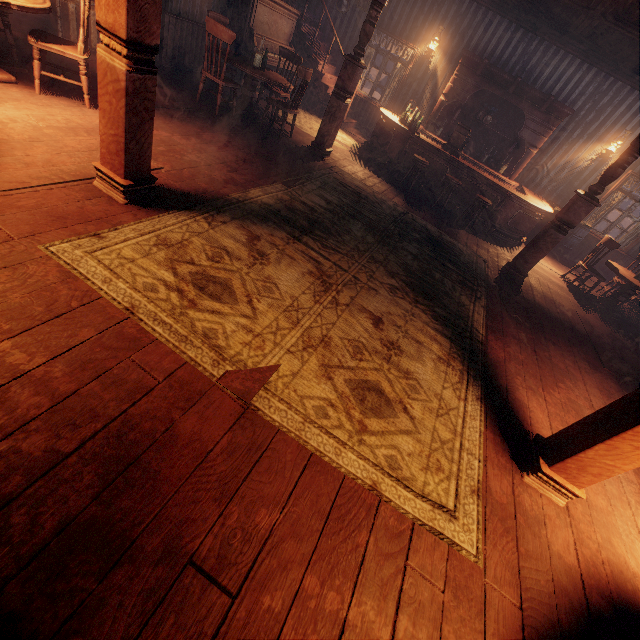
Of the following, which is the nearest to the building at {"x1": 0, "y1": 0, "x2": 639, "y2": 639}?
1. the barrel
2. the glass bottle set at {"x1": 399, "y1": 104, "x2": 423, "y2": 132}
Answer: the barrel

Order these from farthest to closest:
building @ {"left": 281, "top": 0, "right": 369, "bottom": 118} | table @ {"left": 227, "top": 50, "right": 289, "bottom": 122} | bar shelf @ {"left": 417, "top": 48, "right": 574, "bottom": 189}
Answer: building @ {"left": 281, "top": 0, "right": 369, "bottom": 118} → bar shelf @ {"left": 417, "top": 48, "right": 574, "bottom": 189} → table @ {"left": 227, "top": 50, "right": 289, "bottom": 122}

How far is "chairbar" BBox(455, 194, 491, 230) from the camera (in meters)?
6.75

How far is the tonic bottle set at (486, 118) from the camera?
8.6m

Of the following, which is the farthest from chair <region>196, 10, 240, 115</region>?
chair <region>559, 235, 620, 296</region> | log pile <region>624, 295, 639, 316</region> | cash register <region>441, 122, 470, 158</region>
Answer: log pile <region>624, 295, 639, 316</region>

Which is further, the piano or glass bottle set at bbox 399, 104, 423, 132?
glass bottle set at bbox 399, 104, 423, 132

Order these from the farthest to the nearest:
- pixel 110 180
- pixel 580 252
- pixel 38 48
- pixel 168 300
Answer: pixel 580 252 → pixel 38 48 → pixel 110 180 → pixel 168 300

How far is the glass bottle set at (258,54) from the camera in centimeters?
579cm
